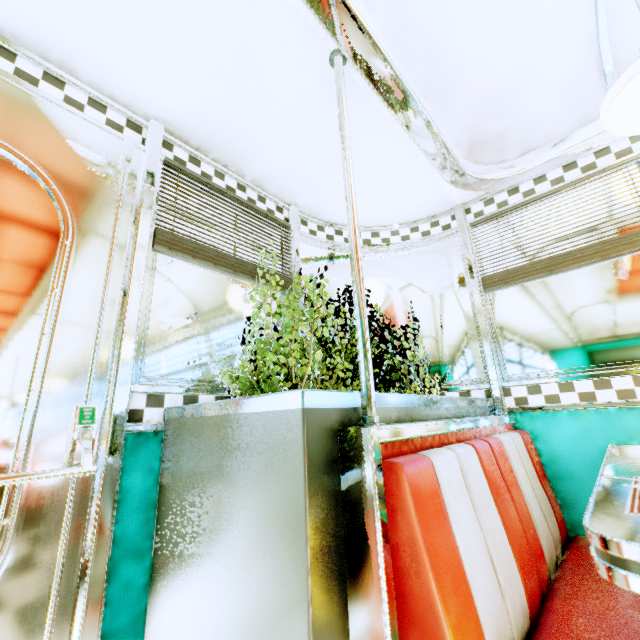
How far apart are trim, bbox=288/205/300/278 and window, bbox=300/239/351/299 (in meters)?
0.05

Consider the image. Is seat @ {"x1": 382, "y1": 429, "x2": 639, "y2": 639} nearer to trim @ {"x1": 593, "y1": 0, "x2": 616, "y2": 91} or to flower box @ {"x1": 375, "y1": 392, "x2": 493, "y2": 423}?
flower box @ {"x1": 375, "y1": 392, "x2": 493, "y2": 423}

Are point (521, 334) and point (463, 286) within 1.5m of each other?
yes

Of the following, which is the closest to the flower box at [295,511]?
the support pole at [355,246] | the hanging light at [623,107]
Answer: the support pole at [355,246]

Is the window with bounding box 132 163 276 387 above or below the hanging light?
below

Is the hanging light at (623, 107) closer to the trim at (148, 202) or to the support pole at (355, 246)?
the support pole at (355, 246)

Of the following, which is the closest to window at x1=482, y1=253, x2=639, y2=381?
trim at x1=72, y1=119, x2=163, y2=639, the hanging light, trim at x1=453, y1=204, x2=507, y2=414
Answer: trim at x1=453, y1=204, x2=507, y2=414

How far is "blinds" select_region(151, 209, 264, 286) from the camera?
1.60m
